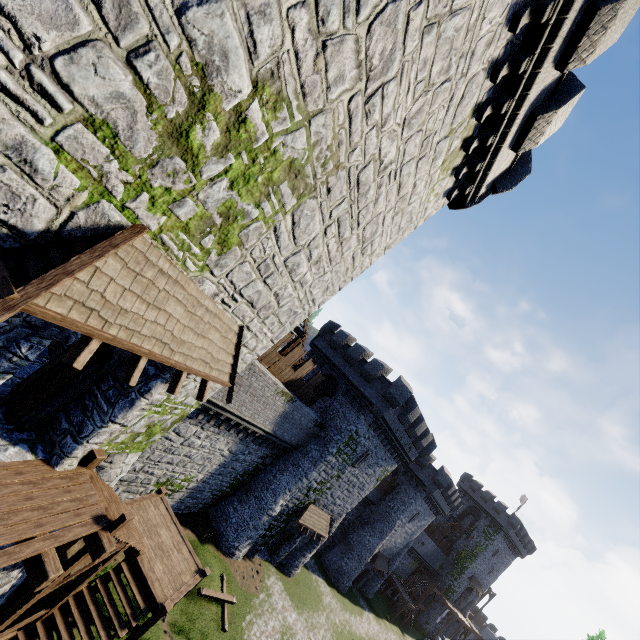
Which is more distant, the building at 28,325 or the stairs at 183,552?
the stairs at 183,552

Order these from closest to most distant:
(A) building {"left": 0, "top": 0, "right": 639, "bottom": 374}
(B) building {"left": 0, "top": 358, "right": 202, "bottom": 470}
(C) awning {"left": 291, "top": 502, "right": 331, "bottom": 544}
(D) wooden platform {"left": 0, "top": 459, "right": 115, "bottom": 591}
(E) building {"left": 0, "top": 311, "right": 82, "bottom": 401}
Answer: (A) building {"left": 0, "top": 0, "right": 639, "bottom": 374} → (E) building {"left": 0, "top": 311, "right": 82, "bottom": 401} → (D) wooden platform {"left": 0, "top": 459, "right": 115, "bottom": 591} → (B) building {"left": 0, "top": 358, "right": 202, "bottom": 470} → (C) awning {"left": 291, "top": 502, "right": 331, "bottom": 544}

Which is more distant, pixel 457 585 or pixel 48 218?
pixel 457 585

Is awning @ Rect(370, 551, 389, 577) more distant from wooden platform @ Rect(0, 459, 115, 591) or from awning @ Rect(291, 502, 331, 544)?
wooden platform @ Rect(0, 459, 115, 591)

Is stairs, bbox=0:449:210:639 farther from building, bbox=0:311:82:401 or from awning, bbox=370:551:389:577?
awning, bbox=370:551:389:577

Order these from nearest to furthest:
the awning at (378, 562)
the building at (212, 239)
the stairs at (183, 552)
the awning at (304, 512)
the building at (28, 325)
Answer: the building at (212, 239) → the building at (28, 325) → the stairs at (183, 552) → the awning at (304, 512) → the awning at (378, 562)

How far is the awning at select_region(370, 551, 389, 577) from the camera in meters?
36.7

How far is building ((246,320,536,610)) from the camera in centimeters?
2422cm
